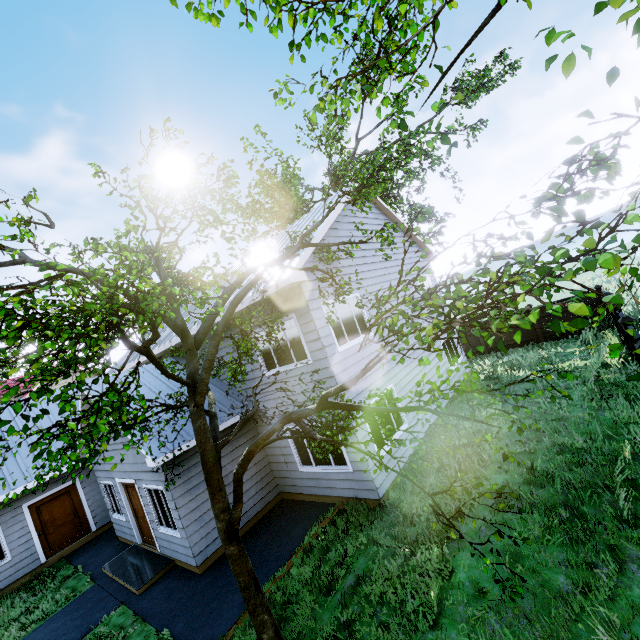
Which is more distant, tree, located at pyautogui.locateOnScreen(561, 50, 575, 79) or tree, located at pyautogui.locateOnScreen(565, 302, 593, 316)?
tree, located at pyautogui.locateOnScreen(561, 50, 575, 79)

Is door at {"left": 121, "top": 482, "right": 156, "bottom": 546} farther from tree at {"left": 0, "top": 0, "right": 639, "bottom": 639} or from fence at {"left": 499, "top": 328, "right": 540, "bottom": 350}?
fence at {"left": 499, "top": 328, "right": 540, "bottom": 350}

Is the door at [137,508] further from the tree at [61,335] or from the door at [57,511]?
the door at [57,511]

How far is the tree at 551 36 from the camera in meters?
2.6

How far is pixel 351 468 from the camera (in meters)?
8.27

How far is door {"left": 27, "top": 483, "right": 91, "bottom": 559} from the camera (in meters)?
11.88

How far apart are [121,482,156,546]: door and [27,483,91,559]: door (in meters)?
4.41
